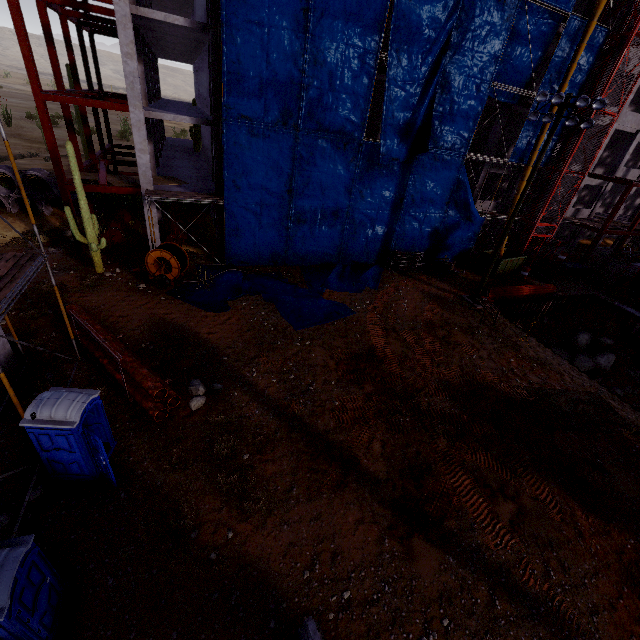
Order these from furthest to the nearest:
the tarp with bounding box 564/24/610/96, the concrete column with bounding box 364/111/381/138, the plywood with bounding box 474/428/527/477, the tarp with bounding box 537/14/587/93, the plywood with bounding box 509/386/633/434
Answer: the concrete column with bounding box 364/111/381/138
the tarp with bounding box 564/24/610/96
the tarp with bounding box 537/14/587/93
the plywood with bounding box 509/386/633/434
the plywood with bounding box 474/428/527/477

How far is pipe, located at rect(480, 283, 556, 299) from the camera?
21.70m

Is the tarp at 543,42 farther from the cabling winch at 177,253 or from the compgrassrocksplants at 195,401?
the compgrassrocksplants at 195,401

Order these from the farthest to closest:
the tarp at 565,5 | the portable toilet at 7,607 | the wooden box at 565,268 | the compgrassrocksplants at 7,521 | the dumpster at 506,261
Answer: the wooden box at 565,268, the dumpster at 506,261, the tarp at 565,5, the compgrassrocksplants at 7,521, the portable toilet at 7,607

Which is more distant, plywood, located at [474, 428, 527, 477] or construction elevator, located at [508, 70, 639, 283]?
construction elevator, located at [508, 70, 639, 283]

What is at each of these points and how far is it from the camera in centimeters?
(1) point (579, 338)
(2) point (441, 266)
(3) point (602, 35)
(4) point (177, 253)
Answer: (1) compgrassrocksplants, 2378cm
(2) pipe, 2488cm
(3) tarp, 2041cm
(4) cabling winch, 1669cm

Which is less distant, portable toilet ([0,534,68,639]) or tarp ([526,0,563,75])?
portable toilet ([0,534,68,639])

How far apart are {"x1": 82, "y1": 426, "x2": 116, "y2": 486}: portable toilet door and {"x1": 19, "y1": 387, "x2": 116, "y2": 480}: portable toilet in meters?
0.0
